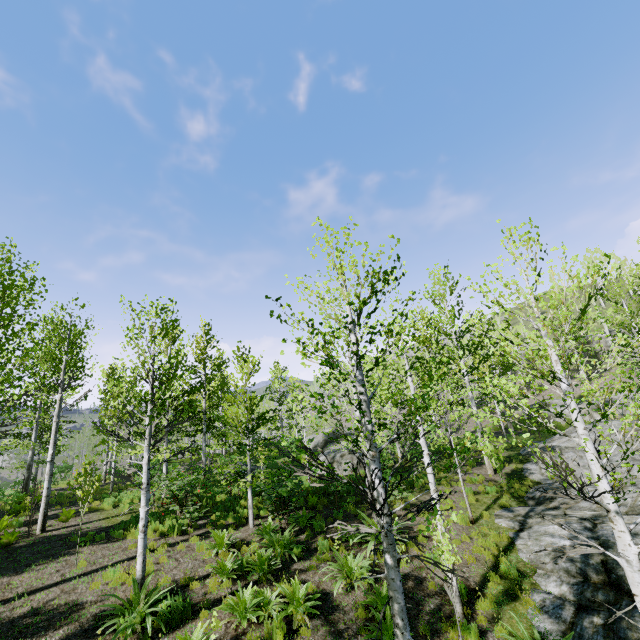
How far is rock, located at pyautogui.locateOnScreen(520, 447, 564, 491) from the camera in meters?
14.5 m

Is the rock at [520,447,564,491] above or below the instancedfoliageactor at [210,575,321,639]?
above

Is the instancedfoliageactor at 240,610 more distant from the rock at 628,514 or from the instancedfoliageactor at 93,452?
the rock at 628,514

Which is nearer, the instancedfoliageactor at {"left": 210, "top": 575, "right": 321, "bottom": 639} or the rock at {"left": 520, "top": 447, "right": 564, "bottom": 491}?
the instancedfoliageactor at {"left": 210, "top": 575, "right": 321, "bottom": 639}

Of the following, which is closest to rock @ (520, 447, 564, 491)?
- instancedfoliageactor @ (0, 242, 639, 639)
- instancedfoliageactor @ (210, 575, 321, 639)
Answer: instancedfoliageactor @ (0, 242, 639, 639)

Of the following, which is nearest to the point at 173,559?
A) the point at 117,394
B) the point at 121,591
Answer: the point at 121,591
